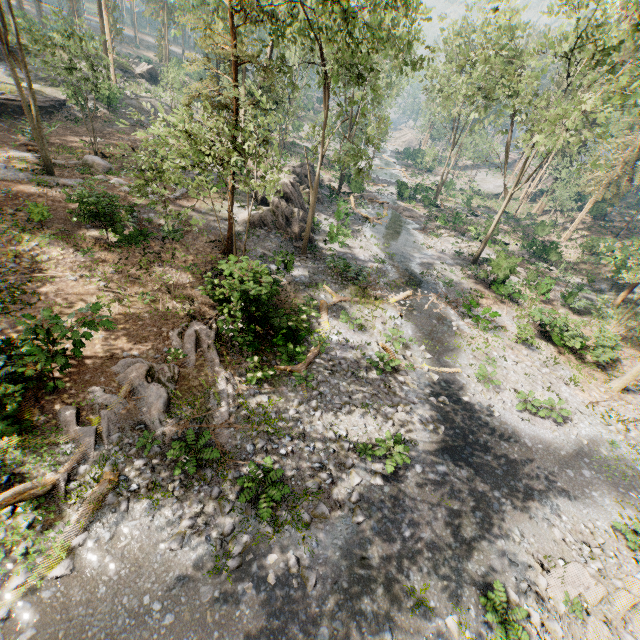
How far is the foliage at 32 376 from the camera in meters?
9.5 m

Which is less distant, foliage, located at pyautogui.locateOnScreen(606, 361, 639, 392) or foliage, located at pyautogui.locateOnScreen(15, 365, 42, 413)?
foliage, located at pyautogui.locateOnScreen(15, 365, 42, 413)

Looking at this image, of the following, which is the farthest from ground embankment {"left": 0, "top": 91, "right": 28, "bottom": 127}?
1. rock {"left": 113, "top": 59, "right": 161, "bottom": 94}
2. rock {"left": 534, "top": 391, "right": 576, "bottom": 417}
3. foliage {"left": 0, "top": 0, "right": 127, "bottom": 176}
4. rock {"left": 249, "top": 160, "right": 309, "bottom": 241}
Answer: rock {"left": 534, "top": 391, "right": 576, "bottom": 417}

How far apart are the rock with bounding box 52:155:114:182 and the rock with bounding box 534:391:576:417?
32.7 meters

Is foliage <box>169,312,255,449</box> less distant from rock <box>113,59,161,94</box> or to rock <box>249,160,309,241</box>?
rock <box>113,59,161,94</box>

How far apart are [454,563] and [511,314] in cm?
1893

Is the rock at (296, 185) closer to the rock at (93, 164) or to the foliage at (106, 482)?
the foliage at (106, 482)
